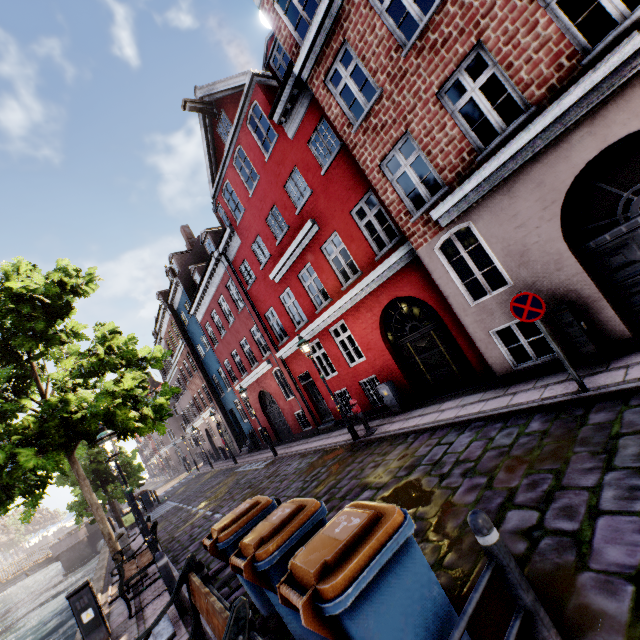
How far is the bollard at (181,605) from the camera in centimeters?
562cm

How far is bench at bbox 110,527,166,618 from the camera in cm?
688

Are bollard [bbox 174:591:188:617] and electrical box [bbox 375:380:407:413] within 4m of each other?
no

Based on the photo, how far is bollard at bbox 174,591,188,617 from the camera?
5.62m

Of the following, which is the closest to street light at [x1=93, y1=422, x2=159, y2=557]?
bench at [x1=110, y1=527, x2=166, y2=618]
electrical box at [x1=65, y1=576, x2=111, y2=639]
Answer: bench at [x1=110, y1=527, x2=166, y2=618]

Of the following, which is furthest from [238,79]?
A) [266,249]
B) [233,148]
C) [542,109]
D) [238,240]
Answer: [542,109]

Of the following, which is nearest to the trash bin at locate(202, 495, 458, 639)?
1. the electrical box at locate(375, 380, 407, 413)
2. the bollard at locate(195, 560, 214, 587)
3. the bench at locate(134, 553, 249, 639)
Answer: the bench at locate(134, 553, 249, 639)

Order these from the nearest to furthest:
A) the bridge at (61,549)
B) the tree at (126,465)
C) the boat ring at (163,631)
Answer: the boat ring at (163,631)
the tree at (126,465)
the bridge at (61,549)
